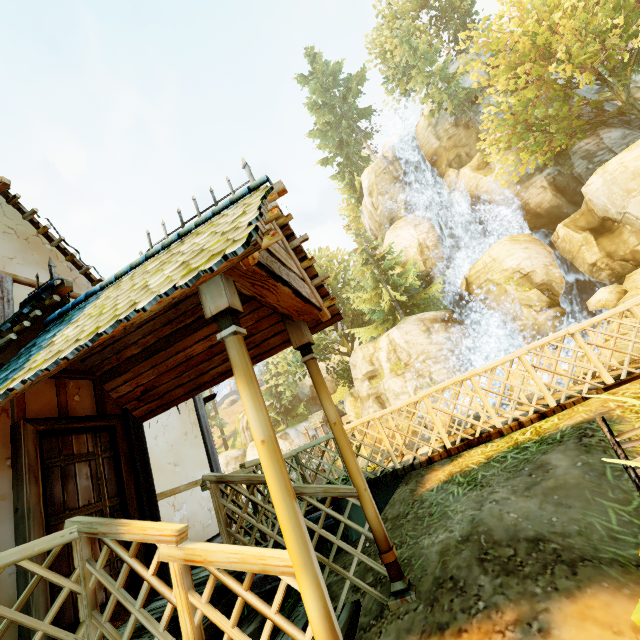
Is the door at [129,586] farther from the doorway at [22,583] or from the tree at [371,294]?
the tree at [371,294]

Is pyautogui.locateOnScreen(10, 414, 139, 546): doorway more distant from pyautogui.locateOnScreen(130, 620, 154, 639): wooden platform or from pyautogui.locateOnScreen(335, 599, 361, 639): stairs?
pyautogui.locateOnScreen(335, 599, 361, 639): stairs

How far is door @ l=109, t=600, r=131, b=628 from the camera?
3.3 meters

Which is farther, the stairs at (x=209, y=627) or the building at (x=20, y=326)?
the stairs at (x=209, y=627)

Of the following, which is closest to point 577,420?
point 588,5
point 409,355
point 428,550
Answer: point 428,550

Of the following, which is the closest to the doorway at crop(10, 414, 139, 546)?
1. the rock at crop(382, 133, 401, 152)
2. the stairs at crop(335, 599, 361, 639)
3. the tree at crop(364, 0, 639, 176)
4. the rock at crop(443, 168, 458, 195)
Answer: the stairs at crop(335, 599, 361, 639)

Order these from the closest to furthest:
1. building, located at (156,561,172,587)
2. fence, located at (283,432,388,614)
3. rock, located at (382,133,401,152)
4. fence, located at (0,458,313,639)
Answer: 1. fence, located at (0,458,313,639)
2. fence, located at (283,432,388,614)
3. building, located at (156,561,172,587)
4. rock, located at (382,133,401,152)
